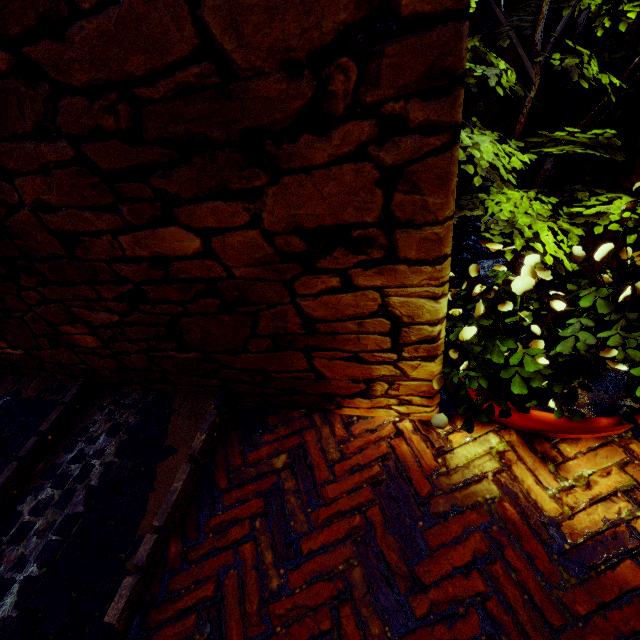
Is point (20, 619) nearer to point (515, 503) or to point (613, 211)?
point (515, 503)
